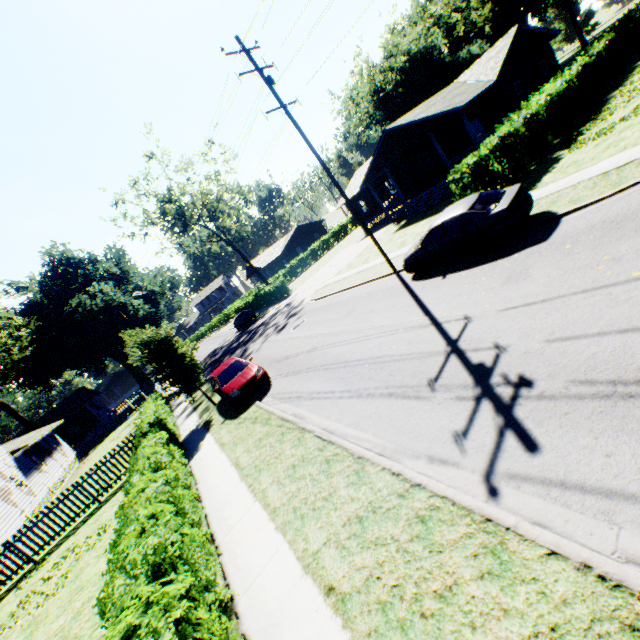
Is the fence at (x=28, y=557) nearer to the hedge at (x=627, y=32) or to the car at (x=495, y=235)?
the car at (x=495, y=235)

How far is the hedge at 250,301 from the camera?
37.9m

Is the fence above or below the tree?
below

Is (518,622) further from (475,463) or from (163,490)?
(163,490)

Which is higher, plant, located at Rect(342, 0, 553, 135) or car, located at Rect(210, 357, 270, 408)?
plant, located at Rect(342, 0, 553, 135)

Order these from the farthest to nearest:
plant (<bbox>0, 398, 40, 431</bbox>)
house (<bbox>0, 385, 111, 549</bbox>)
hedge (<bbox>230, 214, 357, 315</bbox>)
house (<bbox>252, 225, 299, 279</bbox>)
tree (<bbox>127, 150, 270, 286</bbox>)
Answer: house (<bbox>252, 225, 299, 279</bbox>), hedge (<bbox>230, 214, 357, 315</bbox>), tree (<bbox>127, 150, 270, 286</bbox>), plant (<bbox>0, 398, 40, 431</bbox>), house (<bbox>0, 385, 111, 549</bbox>)

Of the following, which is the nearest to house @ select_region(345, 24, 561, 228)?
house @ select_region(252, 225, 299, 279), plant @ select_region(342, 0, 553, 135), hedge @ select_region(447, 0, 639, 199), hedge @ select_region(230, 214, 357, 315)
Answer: hedge @ select_region(447, 0, 639, 199)

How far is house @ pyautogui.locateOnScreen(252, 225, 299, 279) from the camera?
57.1 meters
